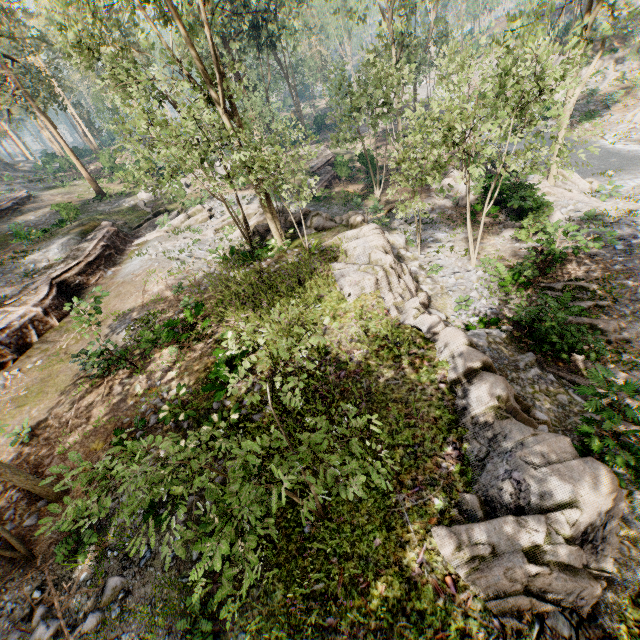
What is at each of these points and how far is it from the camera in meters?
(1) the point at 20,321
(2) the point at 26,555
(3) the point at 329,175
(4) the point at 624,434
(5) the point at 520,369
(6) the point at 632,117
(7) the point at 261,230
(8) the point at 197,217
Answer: (1) ground embankment, 15.7
(2) foliage, 7.9
(3) ground embankment, 30.8
(4) foliage, 7.3
(5) rock, 11.0
(6) foliage, 24.6
(7) rock, 19.4
(8) foliage, 25.5

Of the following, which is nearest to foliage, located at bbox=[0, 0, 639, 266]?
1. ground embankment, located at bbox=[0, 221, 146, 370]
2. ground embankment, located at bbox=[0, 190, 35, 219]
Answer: ground embankment, located at bbox=[0, 221, 146, 370]

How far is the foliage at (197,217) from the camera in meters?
24.5

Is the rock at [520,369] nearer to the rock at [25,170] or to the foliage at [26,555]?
the foliage at [26,555]

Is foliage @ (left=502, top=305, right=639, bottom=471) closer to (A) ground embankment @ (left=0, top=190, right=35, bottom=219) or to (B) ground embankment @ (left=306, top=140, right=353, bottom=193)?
(B) ground embankment @ (left=306, top=140, right=353, bottom=193)

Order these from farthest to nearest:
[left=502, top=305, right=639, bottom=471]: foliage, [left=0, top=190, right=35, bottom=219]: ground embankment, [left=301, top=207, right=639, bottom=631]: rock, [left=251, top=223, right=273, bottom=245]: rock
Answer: [left=0, top=190, right=35, bottom=219]: ground embankment → [left=251, top=223, right=273, bottom=245]: rock → [left=502, top=305, right=639, bottom=471]: foliage → [left=301, top=207, right=639, bottom=631]: rock

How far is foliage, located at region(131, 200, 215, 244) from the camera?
24.47m
